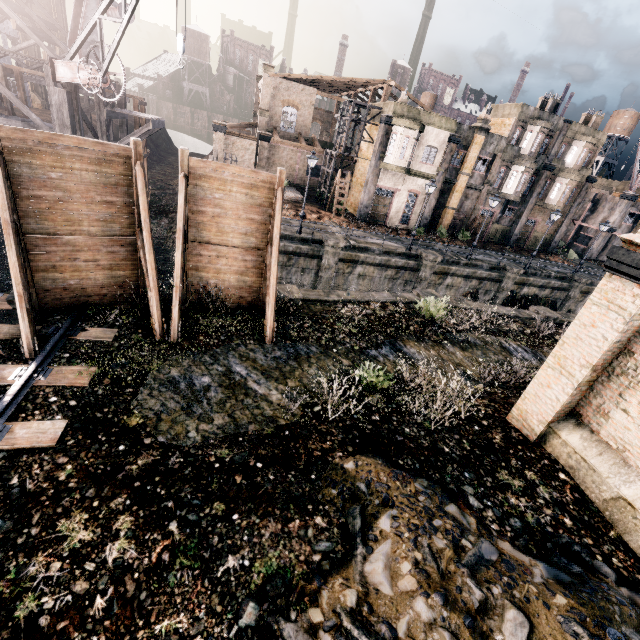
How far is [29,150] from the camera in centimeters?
870cm

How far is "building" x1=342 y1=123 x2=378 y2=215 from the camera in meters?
33.2 m

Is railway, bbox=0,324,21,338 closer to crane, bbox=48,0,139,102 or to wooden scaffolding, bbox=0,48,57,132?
wooden scaffolding, bbox=0,48,57,132

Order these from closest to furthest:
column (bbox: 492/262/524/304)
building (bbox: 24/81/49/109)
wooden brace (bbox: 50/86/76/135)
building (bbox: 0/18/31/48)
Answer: wooden brace (bbox: 50/86/76/135) → column (bbox: 492/262/524/304) → building (bbox: 0/18/31/48) → building (bbox: 24/81/49/109)

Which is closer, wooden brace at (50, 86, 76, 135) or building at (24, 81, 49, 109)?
wooden brace at (50, 86, 76, 135)

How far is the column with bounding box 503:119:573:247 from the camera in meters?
34.9 m

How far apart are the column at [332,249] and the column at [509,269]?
15.9 meters

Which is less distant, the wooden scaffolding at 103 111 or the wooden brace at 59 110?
the wooden brace at 59 110
